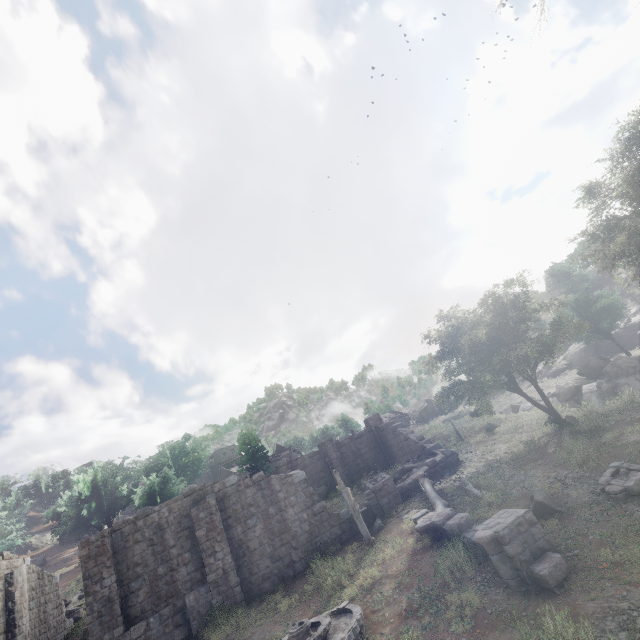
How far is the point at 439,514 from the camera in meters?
13.5

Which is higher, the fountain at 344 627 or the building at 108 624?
the building at 108 624

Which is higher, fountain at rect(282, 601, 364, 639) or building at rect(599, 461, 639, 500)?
fountain at rect(282, 601, 364, 639)

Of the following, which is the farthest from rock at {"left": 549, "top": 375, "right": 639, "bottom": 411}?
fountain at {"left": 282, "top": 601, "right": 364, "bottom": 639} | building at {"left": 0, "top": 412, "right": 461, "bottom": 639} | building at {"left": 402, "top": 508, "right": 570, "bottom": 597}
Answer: fountain at {"left": 282, "top": 601, "right": 364, "bottom": 639}

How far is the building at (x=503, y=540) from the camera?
8.5m

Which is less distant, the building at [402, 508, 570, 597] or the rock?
the building at [402, 508, 570, 597]

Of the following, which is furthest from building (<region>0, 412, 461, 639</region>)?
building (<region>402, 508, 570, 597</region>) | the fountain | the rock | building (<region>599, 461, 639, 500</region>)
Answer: building (<region>599, 461, 639, 500</region>)

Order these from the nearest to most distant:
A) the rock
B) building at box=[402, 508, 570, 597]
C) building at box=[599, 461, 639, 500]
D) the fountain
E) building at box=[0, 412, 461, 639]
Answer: building at box=[402, 508, 570, 597] → the fountain → building at box=[599, 461, 639, 500] → building at box=[0, 412, 461, 639] → the rock
